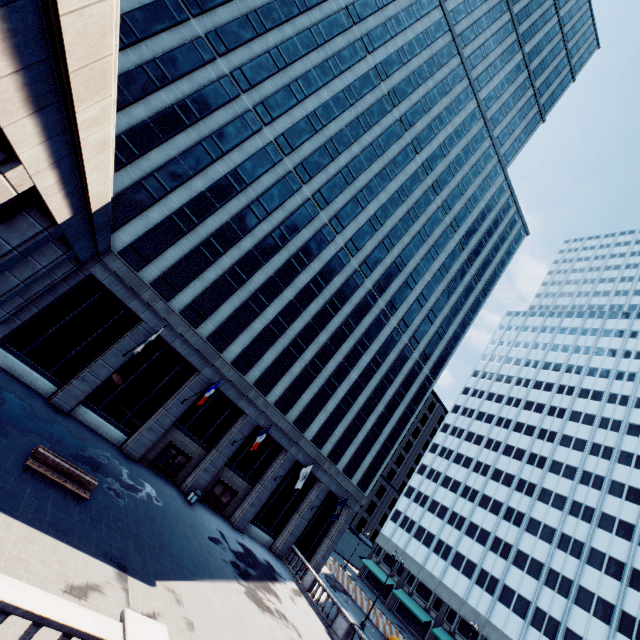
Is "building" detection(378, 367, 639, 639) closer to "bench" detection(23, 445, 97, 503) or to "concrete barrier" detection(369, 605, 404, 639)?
"concrete barrier" detection(369, 605, 404, 639)

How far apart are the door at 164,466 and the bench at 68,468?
11.2 meters

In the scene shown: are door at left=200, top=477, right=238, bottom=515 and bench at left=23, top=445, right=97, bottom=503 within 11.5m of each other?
no

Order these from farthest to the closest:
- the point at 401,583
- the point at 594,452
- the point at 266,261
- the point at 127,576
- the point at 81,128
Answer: the point at 401,583, the point at 594,452, the point at 266,261, the point at 127,576, the point at 81,128

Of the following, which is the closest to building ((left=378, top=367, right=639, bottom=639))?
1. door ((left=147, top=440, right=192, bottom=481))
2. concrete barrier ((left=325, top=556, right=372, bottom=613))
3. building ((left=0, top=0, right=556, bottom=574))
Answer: concrete barrier ((left=325, top=556, right=372, bottom=613))

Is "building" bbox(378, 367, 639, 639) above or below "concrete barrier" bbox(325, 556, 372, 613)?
above

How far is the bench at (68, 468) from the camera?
13.4m

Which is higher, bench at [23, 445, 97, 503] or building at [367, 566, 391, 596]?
building at [367, 566, 391, 596]
